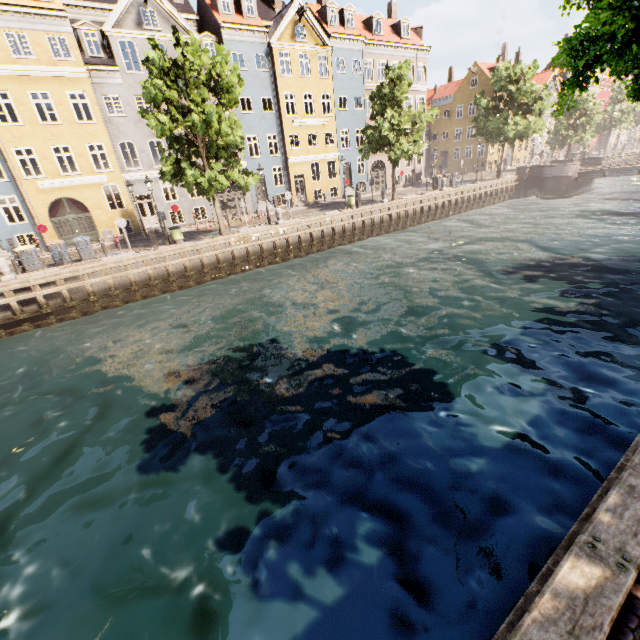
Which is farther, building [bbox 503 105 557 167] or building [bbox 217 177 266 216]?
building [bbox 503 105 557 167]

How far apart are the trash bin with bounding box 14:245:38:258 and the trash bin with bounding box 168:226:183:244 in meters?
6.6 m

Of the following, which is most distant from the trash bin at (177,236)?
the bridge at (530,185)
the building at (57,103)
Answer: the bridge at (530,185)

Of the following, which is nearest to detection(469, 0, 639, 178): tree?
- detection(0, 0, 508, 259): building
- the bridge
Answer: the bridge

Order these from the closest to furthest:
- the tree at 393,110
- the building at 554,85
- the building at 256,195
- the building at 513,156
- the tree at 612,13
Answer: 1. the tree at 612,13
2. the tree at 393,110
3. the building at 256,195
4. the building at 554,85
5. the building at 513,156

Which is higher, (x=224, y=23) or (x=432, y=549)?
(x=224, y=23)

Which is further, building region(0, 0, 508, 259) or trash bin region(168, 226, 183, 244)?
building region(0, 0, 508, 259)

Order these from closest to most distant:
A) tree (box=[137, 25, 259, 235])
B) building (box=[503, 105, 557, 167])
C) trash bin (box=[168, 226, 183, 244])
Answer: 1. tree (box=[137, 25, 259, 235])
2. trash bin (box=[168, 226, 183, 244])
3. building (box=[503, 105, 557, 167])
